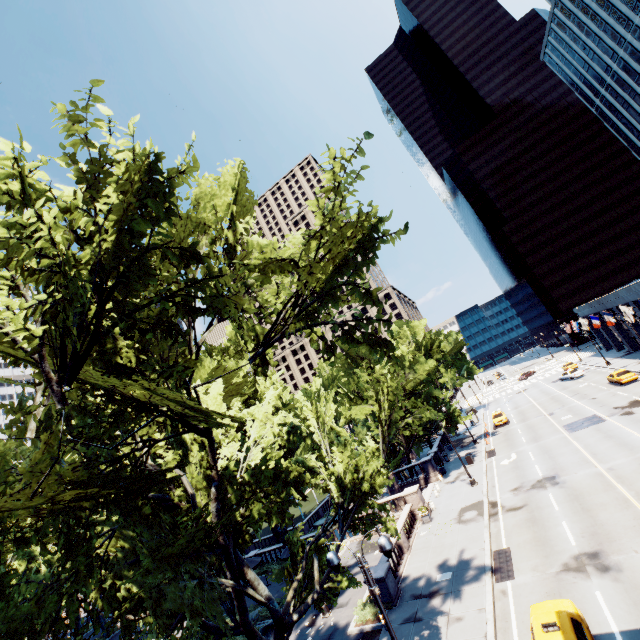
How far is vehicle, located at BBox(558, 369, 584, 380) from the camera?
52.06m

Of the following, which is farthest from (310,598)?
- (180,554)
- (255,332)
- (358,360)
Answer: (358,360)

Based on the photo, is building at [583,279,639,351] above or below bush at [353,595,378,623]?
above

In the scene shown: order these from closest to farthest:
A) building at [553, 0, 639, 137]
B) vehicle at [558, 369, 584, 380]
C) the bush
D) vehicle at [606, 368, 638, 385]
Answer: the bush, vehicle at [606, 368, 638, 385], building at [553, 0, 639, 137], vehicle at [558, 369, 584, 380]

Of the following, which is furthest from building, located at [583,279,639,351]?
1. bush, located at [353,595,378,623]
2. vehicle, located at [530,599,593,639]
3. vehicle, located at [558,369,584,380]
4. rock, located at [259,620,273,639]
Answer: rock, located at [259,620,273,639]

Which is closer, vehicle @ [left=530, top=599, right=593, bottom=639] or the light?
the light

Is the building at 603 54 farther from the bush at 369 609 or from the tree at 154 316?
the bush at 369 609

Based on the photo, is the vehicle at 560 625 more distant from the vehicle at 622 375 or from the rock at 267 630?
the vehicle at 622 375
